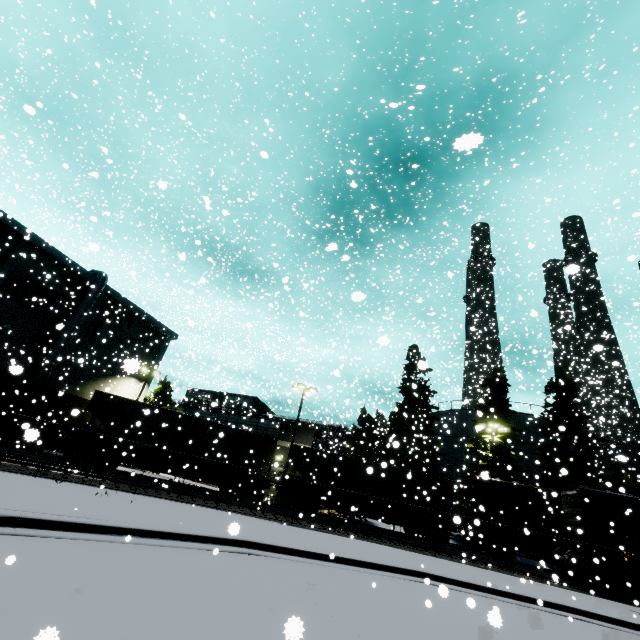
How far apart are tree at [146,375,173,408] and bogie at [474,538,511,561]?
31.1m

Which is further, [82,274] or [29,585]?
[82,274]

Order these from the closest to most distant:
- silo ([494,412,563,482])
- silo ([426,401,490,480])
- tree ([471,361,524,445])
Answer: tree ([471,361,524,445])
silo ([494,412,563,482])
silo ([426,401,490,480])

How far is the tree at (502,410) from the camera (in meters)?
28.27

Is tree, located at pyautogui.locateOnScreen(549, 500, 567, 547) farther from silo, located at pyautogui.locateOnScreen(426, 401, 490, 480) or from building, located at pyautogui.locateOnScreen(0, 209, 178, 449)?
building, located at pyautogui.locateOnScreen(0, 209, 178, 449)

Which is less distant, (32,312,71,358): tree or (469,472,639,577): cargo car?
(469,472,639,577): cargo car

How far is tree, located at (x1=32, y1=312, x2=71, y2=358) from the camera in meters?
27.9 m
